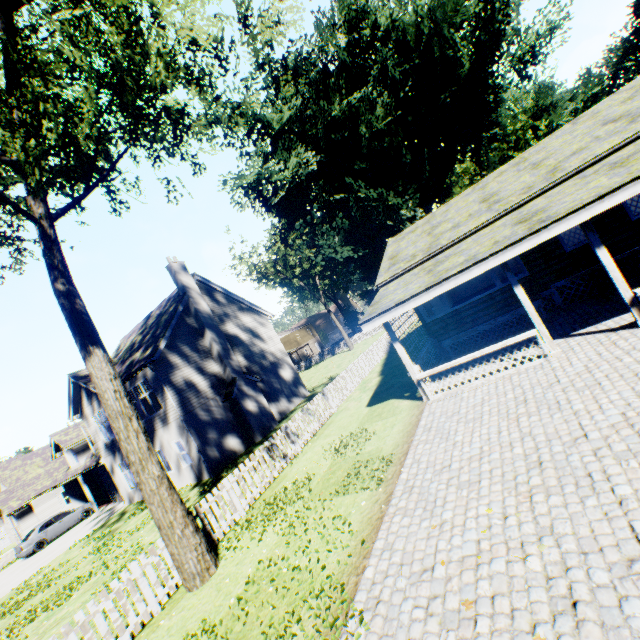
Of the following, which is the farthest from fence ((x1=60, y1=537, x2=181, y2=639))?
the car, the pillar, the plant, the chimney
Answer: the car

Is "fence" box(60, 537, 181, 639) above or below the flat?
below

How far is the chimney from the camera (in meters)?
19.17

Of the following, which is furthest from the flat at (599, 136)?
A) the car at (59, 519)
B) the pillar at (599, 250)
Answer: the car at (59, 519)

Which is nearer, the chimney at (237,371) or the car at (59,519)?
the chimney at (237,371)

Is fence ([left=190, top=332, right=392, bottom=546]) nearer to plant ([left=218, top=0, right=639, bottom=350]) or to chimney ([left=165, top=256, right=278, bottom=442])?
plant ([left=218, top=0, right=639, bottom=350])

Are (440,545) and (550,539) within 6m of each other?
yes

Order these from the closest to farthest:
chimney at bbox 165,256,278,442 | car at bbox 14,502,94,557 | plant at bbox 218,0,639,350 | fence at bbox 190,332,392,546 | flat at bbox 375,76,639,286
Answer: fence at bbox 190,332,392,546 → flat at bbox 375,76,639,286 → chimney at bbox 165,256,278,442 → car at bbox 14,502,94,557 → plant at bbox 218,0,639,350
